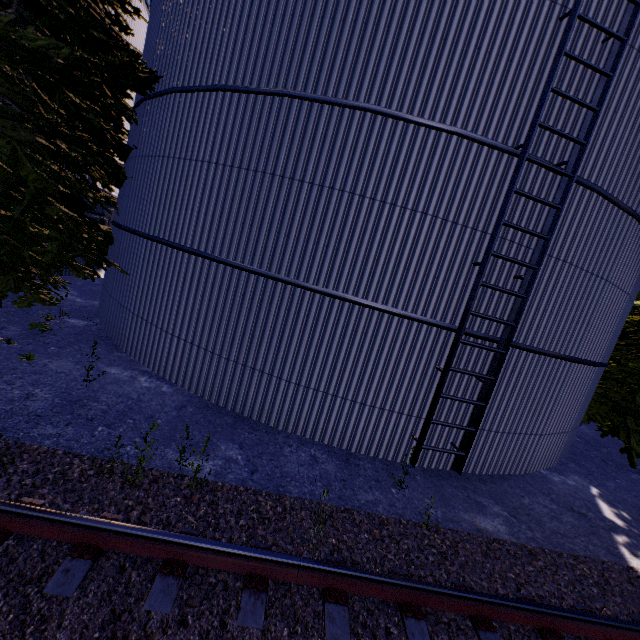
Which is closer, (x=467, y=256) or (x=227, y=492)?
(x=227, y=492)

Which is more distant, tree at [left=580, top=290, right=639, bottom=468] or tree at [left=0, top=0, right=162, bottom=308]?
tree at [left=580, top=290, right=639, bottom=468]

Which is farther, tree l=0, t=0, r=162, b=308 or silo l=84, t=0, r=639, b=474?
tree l=0, t=0, r=162, b=308

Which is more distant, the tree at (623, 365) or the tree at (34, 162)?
the tree at (623, 365)

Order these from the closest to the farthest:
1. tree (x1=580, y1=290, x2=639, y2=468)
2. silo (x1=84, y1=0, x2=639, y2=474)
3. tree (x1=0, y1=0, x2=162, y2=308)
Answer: silo (x1=84, y1=0, x2=639, y2=474)
tree (x1=0, y1=0, x2=162, y2=308)
tree (x1=580, y1=290, x2=639, y2=468)

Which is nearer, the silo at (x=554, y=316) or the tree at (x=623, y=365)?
the silo at (x=554, y=316)
